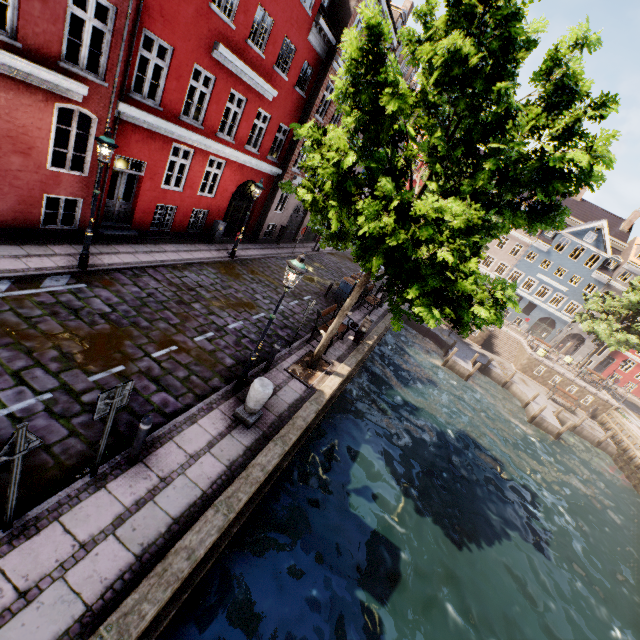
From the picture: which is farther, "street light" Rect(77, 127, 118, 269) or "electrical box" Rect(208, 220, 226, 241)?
"electrical box" Rect(208, 220, 226, 241)

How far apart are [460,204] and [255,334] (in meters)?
7.55

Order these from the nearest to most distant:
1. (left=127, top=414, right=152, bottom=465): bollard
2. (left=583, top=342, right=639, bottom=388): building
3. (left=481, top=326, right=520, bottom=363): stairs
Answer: (left=127, top=414, right=152, bottom=465): bollard
(left=481, top=326, right=520, bottom=363): stairs
(left=583, top=342, right=639, bottom=388): building

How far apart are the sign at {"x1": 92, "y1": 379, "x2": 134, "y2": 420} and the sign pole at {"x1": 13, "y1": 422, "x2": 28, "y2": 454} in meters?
0.8 m

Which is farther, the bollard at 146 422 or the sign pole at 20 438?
the bollard at 146 422

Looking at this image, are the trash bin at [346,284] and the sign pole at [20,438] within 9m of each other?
no

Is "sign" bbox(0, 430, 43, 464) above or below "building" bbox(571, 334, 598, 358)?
below

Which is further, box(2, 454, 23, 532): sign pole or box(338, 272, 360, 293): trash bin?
box(338, 272, 360, 293): trash bin
